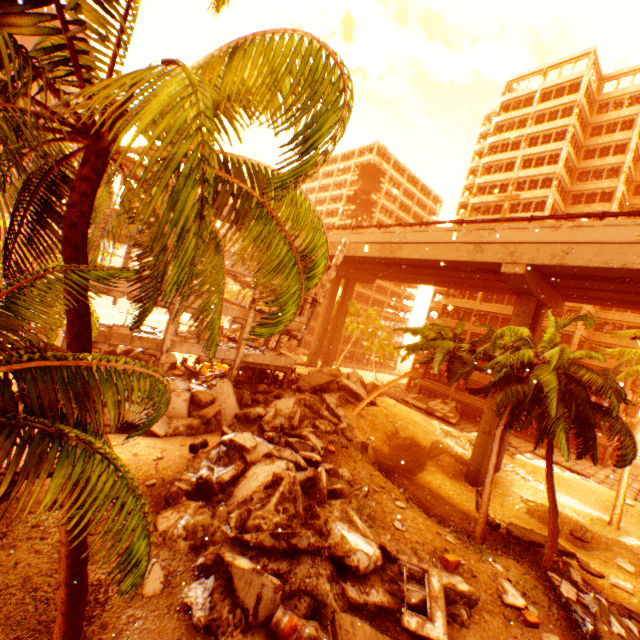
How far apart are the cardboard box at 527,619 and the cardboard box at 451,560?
2.1 meters

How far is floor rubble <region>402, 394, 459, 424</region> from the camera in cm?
3856

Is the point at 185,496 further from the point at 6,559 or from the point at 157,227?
the point at 157,227

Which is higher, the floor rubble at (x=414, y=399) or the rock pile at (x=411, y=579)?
the floor rubble at (x=414, y=399)

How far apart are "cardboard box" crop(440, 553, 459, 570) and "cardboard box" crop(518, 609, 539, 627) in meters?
2.1 m

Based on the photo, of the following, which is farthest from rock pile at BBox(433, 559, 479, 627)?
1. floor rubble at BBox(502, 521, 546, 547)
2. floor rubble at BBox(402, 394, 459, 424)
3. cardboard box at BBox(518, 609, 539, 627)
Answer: floor rubble at BBox(502, 521, 546, 547)

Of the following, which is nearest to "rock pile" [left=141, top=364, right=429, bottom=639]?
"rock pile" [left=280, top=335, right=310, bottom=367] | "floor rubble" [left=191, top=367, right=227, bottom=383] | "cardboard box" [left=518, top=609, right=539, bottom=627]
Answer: "floor rubble" [left=191, top=367, right=227, bottom=383]

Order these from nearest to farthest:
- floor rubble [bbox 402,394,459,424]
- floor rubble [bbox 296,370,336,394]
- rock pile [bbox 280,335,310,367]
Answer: floor rubble [bbox 296,370,336,394]
floor rubble [bbox 402,394,459,424]
rock pile [bbox 280,335,310,367]
